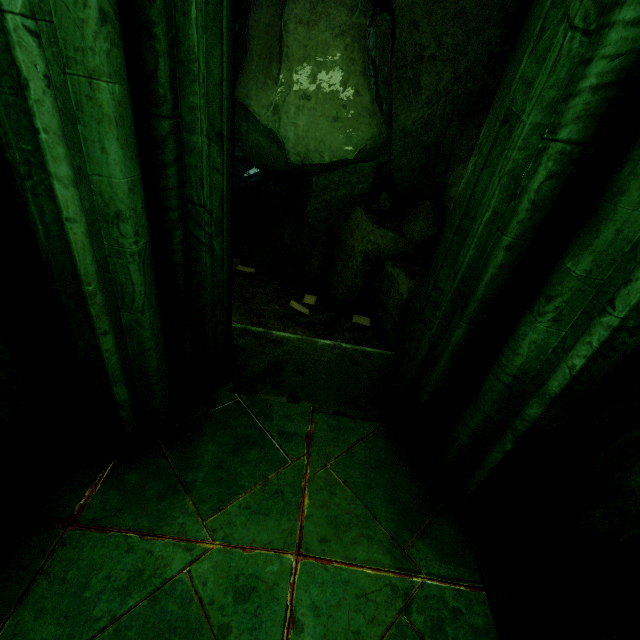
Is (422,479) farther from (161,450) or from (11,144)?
(11,144)

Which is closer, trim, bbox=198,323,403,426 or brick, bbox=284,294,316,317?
trim, bbox=198,323,403,426

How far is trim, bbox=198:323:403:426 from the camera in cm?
228

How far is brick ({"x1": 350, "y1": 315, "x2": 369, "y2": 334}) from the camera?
8.47m

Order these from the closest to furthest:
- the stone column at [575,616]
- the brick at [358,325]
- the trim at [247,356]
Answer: the stone column at [575,616], the trim at [247,356], the brick at [358,325]

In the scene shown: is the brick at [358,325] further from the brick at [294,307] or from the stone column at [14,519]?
the stone column at [14,519]

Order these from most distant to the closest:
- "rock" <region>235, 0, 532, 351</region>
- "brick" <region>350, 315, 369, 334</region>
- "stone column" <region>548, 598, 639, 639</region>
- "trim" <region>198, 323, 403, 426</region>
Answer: "brick" <region>350, 315, 369, 334</region> < "rock" <region>235, 0, 532, 351</region> < "trim" <region>198, 323, 403, 426</region> < "stone column" <region>548, 598, 639, 639</region>

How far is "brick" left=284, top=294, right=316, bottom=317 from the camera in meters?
8.7
